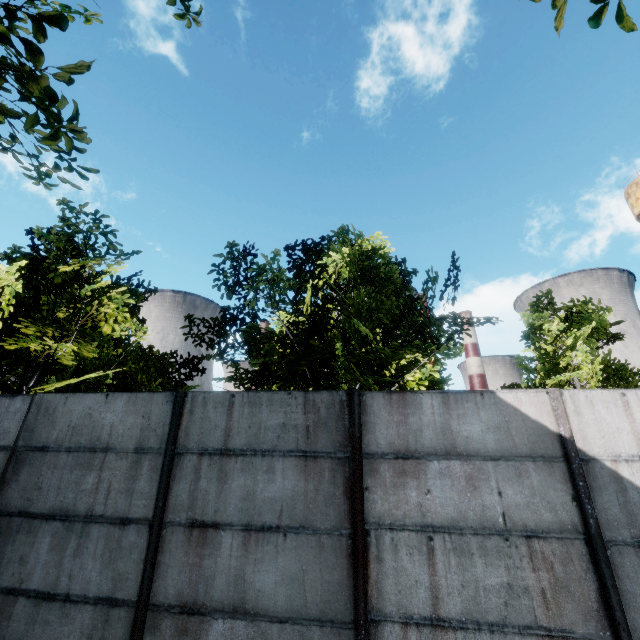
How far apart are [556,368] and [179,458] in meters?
11.9 m
